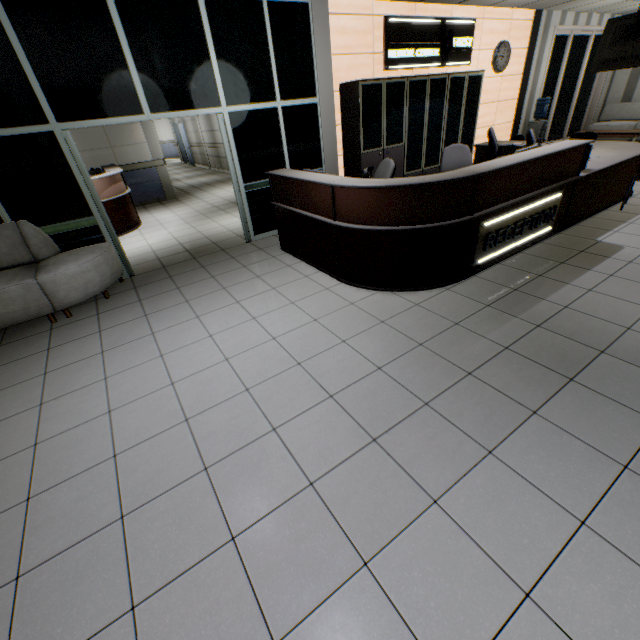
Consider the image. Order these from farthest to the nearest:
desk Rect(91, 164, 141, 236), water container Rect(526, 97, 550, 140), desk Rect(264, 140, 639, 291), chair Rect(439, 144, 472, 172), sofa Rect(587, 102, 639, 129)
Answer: sofa Rect(587, 102, 639, 129) < water container Rect(526, 97, 550, 140) < desk Rect(91, 164, 141, 236) < chair Rect(439, 144, 472, 172) < desk Rect(264, 140, 639, 291)

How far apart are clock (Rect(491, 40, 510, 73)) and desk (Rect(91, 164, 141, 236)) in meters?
8.6

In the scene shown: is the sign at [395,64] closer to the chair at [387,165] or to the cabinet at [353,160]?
the cabinet at [353,160]

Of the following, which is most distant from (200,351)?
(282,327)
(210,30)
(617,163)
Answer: (617,163)

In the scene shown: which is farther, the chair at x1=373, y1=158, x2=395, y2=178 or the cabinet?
the cabinet

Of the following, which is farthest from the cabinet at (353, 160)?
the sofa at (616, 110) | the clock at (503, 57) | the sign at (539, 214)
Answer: the sofa at (616, 110)

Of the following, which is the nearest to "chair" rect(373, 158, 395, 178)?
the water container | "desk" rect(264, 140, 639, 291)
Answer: "desk" rect(264, 140, 639, 291)

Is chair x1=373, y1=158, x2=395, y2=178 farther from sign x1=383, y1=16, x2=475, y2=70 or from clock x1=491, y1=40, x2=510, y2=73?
clock x1=491, y1=40, x2=510, y2=73
